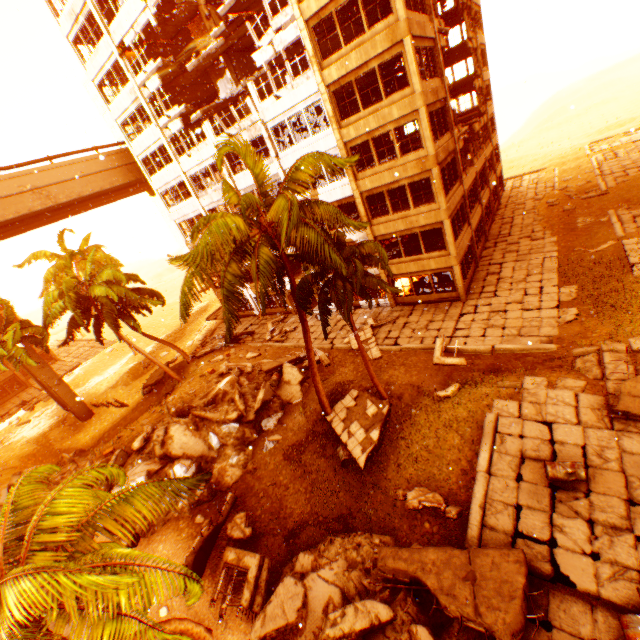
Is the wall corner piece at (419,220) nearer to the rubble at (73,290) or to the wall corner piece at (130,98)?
the rubble at (73,290)

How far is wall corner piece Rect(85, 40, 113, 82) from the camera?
23.85m

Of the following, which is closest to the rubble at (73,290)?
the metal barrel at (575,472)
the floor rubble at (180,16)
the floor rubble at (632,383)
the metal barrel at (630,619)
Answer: the floor rubble at (180,16)

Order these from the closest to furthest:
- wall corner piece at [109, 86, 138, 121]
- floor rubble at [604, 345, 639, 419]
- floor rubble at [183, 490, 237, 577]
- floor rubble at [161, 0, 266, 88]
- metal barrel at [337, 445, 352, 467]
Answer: floor rubble at [604, 345, 639, 419], floor rubble at [183, 490, 237, 577], metal barrel at [337, 445, 352, 467], floor rubble at [161, 0, 266, 88], wall corner piece at [109, 86, 138, 121]

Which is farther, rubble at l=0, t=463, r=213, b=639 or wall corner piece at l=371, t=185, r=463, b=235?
wall corner piece at l=371, t=185, r=463, b=235

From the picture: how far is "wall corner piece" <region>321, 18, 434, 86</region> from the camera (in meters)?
15.13

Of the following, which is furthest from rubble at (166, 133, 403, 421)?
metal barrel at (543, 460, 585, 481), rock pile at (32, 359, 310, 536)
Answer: metal barrel at (543, 460, 585, 481)

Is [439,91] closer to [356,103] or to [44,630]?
[356,103]
